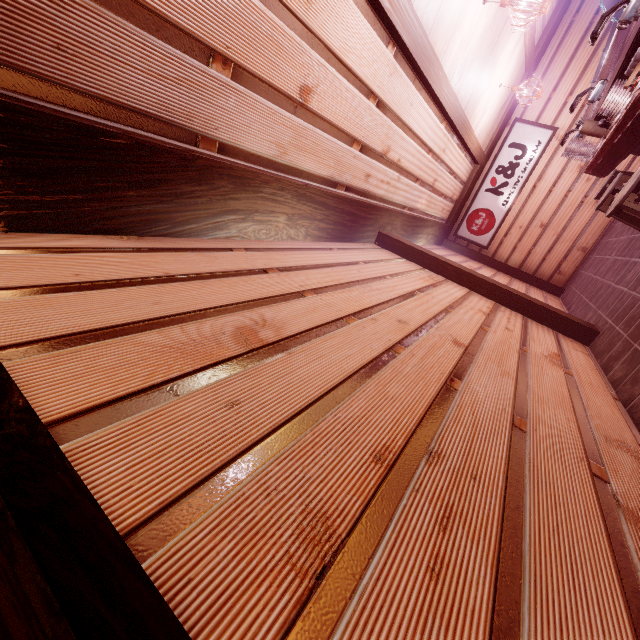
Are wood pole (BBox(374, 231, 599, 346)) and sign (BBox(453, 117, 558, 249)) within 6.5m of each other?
no

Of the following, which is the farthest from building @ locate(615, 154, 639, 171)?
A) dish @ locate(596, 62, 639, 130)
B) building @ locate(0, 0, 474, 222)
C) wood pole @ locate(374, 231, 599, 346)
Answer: dish @ locate(596, 62, 639, 130)

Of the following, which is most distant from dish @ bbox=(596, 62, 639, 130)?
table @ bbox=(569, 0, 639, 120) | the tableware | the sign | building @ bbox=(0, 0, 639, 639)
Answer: the sign

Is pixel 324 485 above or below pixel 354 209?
below

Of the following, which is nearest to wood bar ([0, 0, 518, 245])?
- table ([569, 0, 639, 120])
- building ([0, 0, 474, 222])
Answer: building ([0, 0, 474, 222])

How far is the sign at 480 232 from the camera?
12.9m

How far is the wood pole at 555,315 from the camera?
6.56m

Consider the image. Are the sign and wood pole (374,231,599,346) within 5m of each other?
no
